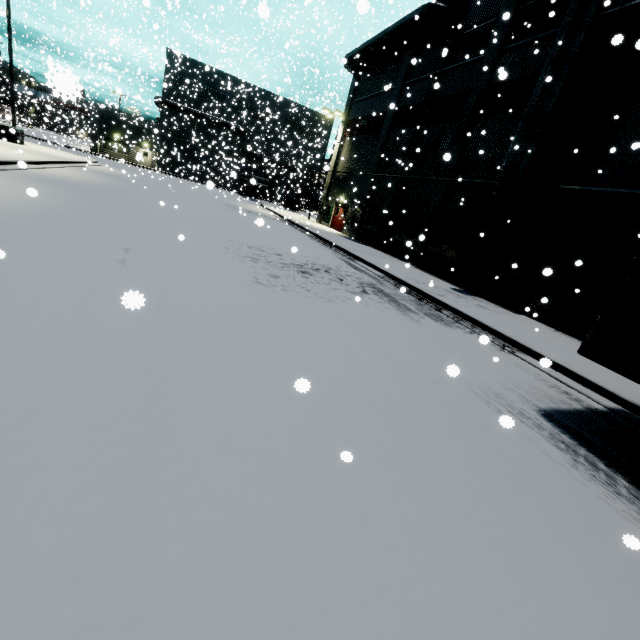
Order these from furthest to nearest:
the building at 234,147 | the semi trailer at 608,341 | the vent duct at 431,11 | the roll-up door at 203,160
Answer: the building at 234,147
the roll-up door at 203,160
the vent duct at 431,11
the semi trailer at 608,341

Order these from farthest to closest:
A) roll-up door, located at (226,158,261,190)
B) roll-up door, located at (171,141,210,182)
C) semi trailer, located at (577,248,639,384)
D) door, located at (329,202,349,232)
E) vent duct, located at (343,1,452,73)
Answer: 1. roll-up door, located at (171,141,210,182)
2. door, located at (329,202,349,232)
3. roll-up door, located at (226,158,261,190)
4. vent duct, located at (343,1,452,73)
5. semi trailer, located at (577,248,639,384)

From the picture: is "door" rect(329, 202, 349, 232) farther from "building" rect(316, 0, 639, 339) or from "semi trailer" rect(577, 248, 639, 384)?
"semi trailer" rect(577, 248, 639, 384)

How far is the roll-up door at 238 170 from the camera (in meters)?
25.24

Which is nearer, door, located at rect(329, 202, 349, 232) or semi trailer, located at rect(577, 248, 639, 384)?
semi trailer, located at rect(577, 248, 639, 384)

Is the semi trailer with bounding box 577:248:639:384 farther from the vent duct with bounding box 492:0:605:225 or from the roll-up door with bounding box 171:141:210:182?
the vent duct with bounding box 492:0:605:225

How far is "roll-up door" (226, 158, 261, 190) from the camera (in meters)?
25.24

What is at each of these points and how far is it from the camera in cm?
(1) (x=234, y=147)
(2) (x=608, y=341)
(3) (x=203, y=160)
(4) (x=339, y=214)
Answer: (1) building, 4931
(2) semi trailer, 456
(3) roll-up door, 4881
(4) door, 2894
